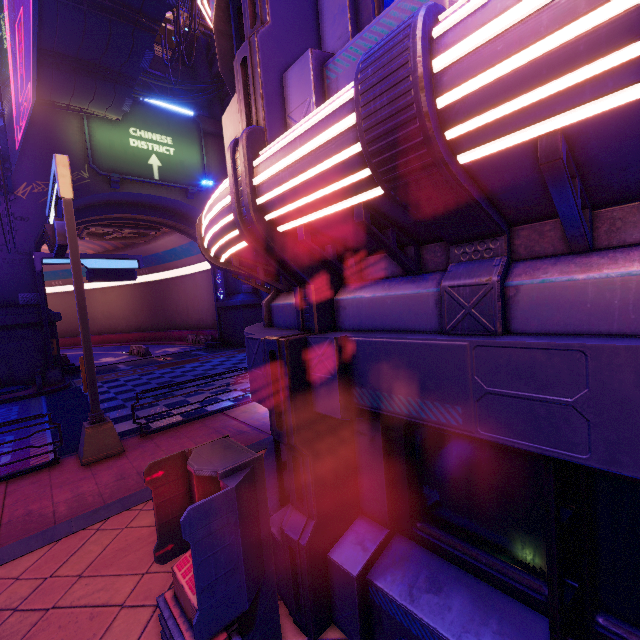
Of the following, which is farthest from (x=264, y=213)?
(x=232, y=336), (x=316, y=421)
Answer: (x=232, y=336)

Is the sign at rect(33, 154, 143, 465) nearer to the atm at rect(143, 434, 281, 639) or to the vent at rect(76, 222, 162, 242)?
the atm at rect(143, 434, 281, 639)

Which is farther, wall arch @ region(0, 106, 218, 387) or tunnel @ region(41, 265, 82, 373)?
tunnel @ region(41, 265, 82, 373)

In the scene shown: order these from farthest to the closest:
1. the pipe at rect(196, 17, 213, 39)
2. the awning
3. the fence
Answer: the pipe at rect(196, 17, 213, 39)
the fence
the awning

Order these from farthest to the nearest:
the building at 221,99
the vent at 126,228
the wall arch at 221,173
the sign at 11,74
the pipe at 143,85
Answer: the vent at 126,228
the wall arch at 221,173
the building at 221,99
the pipe at 143,85
the sign at 11,74

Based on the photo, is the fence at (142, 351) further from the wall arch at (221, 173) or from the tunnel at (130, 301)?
the wall arch at (221, 173)

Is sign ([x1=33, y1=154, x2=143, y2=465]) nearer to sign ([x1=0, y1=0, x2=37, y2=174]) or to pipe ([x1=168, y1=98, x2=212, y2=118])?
sign ([x1=0, y1=0, x2=37, y2=174])

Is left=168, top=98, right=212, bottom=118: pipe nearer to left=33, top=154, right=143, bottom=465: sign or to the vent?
the vent
